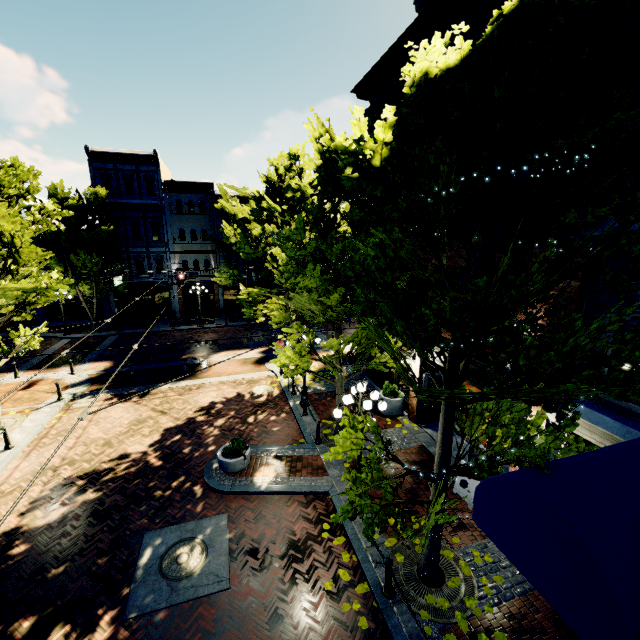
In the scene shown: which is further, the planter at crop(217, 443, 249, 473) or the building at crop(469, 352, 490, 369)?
the planter at crop(217, 443, 249, 473)

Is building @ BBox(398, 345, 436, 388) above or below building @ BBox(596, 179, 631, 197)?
below

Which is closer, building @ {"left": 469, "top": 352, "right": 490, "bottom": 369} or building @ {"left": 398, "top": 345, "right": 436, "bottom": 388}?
building @ {"left": 469, "top": 352, "right": 490, "bottom": 369}

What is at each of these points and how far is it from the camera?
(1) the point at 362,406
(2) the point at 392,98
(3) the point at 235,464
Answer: (1) light, 8.1 meters
(2) building, 12.9 meters
(3) planter, 10.0 meters

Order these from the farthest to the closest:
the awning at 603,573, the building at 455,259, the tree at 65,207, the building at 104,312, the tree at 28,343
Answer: the building at 104,312 → the tree at 28,343 → the tree at 65,207 → the building at 455,259 → the awning at 603,573

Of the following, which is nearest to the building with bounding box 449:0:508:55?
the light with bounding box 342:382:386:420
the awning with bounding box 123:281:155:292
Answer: the light with bounding box 342:382:386:420

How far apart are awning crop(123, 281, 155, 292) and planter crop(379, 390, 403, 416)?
23.0m

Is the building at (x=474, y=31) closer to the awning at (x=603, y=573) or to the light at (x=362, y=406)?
the light at (x=362, y=406)
